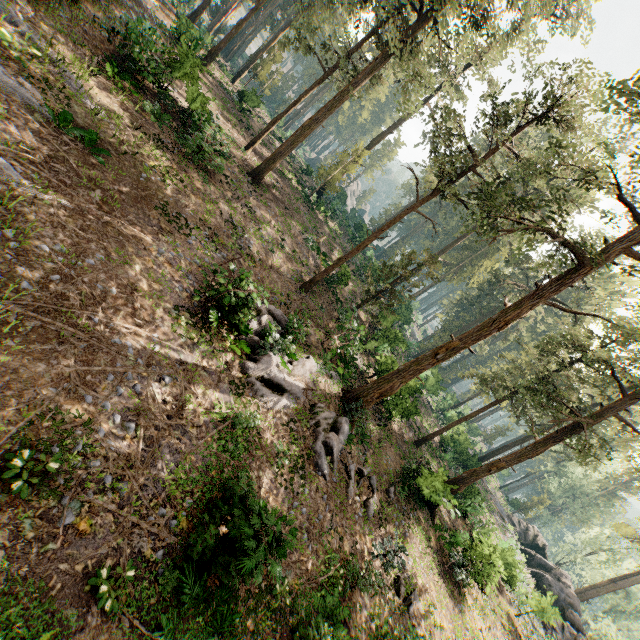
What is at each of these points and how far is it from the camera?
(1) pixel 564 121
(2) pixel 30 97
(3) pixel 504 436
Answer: (1) foliage, 17.8 meters
(2) foliage, 11.0 meters
(3) foliage, 57.8 meters

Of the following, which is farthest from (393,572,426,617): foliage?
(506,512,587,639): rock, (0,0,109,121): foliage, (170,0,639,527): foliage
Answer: (0,0,109,121): foliage

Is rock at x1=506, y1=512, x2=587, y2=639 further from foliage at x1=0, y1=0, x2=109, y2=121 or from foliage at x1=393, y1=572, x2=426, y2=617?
foliage at x1=0, y1=0, x2=109, y2=121

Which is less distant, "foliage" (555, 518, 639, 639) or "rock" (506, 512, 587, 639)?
"rock" (506, 512, 587, 639)

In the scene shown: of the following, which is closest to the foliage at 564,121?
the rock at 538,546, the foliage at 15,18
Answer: the rock at 538,546

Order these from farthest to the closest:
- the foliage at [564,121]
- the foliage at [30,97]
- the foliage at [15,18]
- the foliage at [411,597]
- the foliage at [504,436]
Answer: the foliage at [504,436], the foliage at [564,121], the foliage at [411,597], the foliage at [15,18], the foliage at [30,97]

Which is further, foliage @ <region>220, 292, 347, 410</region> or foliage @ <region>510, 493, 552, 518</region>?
foliage @ <region>510, 493, 552, 518</region>

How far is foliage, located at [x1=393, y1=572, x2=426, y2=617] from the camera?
13.8 meters
